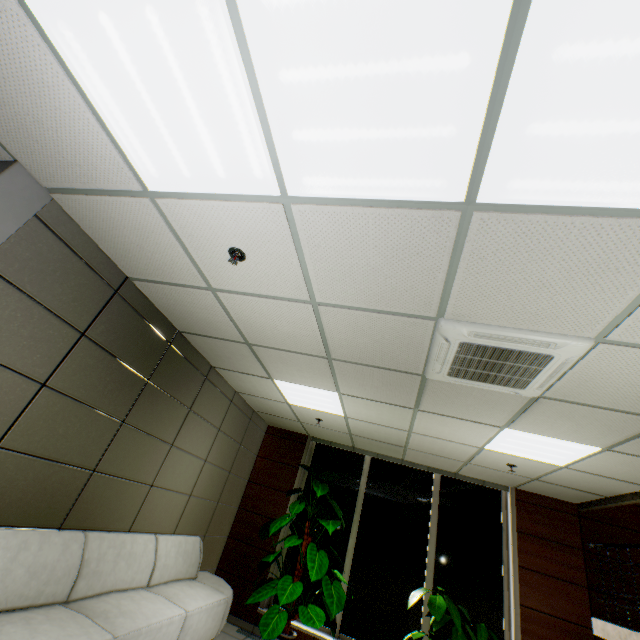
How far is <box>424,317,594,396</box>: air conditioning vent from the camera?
2.2 meters

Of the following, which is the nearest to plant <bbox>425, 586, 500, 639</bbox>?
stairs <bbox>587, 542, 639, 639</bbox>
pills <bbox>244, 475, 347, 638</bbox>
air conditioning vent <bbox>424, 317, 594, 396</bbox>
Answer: stairs <bbox>587, 542, 639, 639</bbox>

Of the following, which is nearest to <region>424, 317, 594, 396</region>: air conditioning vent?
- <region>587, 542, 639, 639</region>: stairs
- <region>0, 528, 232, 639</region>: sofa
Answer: <region>587, 542, 639, 639</region>: stairs

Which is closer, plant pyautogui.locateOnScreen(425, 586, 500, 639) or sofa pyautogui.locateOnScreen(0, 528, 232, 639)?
sofa pyautogui.locateOnScreen(0, 528, 232, 639)

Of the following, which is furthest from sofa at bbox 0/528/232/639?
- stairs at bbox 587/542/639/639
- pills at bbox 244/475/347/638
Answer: stairs at bbox 587/542/639/639

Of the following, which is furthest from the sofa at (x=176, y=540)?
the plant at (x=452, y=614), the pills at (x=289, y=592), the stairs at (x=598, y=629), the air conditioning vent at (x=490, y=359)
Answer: the stairs at (x=598, y=629)

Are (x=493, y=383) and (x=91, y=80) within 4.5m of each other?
yes

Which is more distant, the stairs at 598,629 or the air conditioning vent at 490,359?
the stairs at 598,629
